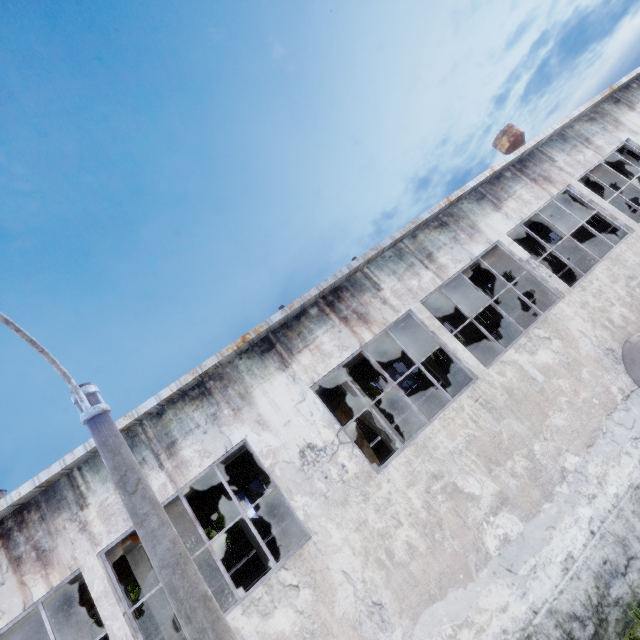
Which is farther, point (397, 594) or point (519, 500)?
point (519, 500)

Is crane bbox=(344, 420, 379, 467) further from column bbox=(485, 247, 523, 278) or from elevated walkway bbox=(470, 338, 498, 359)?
column bbox=(485, 247, 523, 278)

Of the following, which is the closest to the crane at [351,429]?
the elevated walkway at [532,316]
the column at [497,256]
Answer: the elevated walkway at [532,316]

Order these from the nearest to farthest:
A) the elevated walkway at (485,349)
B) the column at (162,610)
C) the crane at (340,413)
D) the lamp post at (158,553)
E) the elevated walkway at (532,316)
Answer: the lamp post at (158,553)
the column at (162,610)
the crane at (340,413)
the elevated walkway at (532,316)
the elevated walkway at (485,349)

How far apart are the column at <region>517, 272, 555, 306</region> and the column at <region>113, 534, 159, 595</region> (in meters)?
16.47

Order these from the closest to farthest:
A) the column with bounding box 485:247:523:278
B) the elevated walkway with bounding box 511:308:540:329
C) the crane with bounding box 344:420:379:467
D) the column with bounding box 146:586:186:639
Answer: the column with bounding box 146:586:186:639
the crane with bounding box 344:420:379:467
the column with bounding box 485:247:523:278
the elevated walkway with bounding box 511:308:540:329
